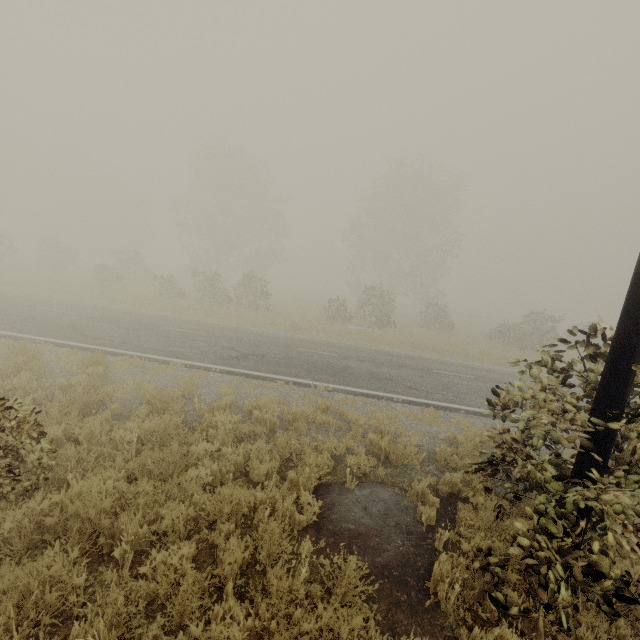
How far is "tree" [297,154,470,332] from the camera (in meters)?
25.66

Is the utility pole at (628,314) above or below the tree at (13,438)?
above

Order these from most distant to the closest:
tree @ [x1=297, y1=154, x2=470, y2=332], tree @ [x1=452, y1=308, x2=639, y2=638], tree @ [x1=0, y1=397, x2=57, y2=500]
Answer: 1. tree @ [x1=297, y1=154, x2=470, y2=332]
2. tree @ [x1=0, y1=397, x2=57, y2=500]
3. tree @ [x1=452, y1=308, x2=639, y2=638]

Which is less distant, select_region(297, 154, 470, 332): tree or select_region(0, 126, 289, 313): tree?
select_region(0, 126, 289, 313): tree

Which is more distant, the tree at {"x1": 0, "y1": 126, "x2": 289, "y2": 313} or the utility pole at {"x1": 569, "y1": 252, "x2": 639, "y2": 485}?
the tree at {"x1": 0, "y1": 126, "x2": 289, "y2": 313}

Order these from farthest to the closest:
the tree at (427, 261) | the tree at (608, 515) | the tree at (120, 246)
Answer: the tree at (427, 261), the tree at (120, 246), the tree at (608, 515)

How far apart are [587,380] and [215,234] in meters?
37.7 m
